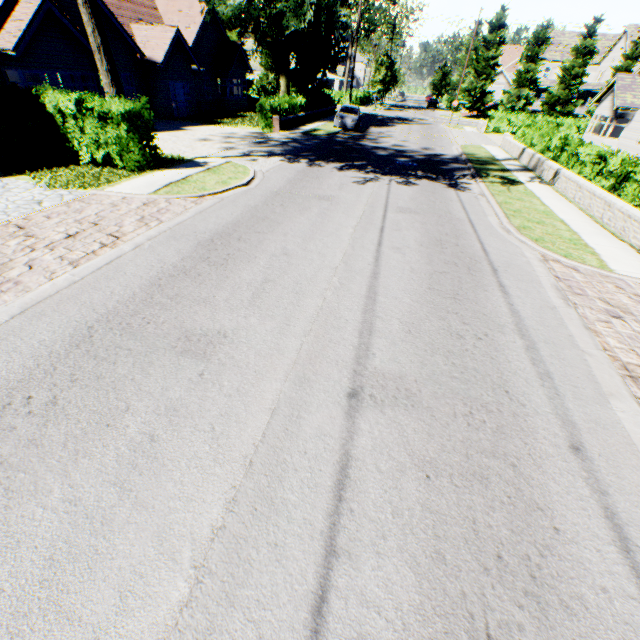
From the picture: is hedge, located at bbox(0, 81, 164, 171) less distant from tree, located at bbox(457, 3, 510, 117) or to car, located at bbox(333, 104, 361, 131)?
tree, located at bbox(457, 3, 510, 117)

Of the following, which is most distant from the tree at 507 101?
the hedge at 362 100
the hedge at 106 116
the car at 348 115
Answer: the car at 348 115

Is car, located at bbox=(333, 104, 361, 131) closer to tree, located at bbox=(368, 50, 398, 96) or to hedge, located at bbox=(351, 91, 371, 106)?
tree, located at bbox=(368, 50, 398, 96)

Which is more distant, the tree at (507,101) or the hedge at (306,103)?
the tree at (507,101)

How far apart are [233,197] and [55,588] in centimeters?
991cm

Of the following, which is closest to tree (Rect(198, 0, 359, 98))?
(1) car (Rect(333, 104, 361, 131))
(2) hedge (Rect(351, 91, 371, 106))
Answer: (2) hedge (Rect(351, 91, 371, 106))

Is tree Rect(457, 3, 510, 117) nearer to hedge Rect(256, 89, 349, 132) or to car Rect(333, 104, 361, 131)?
hedge Rect(256, 89, 349, 132)

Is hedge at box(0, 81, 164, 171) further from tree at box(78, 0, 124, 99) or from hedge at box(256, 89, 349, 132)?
hedge at box(256, 89, 349, 132)
